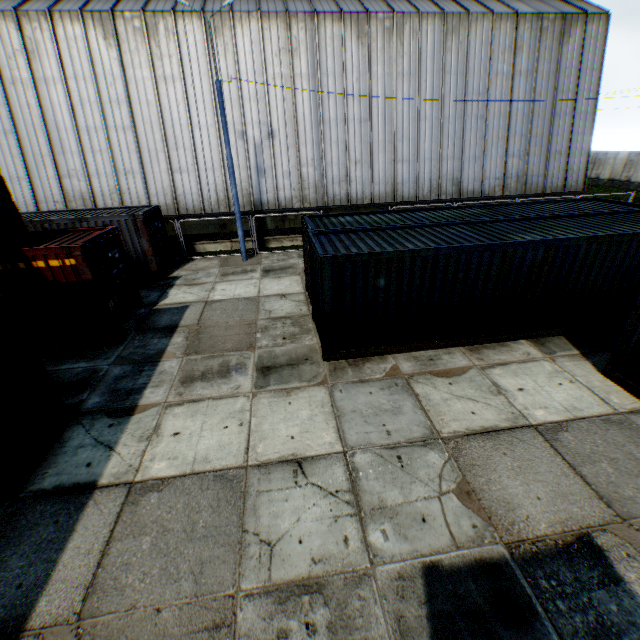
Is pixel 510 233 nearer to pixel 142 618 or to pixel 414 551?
pixel 414 551

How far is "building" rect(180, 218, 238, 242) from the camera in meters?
18.9

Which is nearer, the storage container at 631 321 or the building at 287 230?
the storage container at 631 321

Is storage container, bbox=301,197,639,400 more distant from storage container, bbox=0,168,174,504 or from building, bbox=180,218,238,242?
building, bbox=180,218,238,242

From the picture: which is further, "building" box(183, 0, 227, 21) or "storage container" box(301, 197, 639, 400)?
"building" box(183, 0, 227, 21)

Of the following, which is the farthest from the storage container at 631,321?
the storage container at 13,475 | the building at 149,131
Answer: the building at 149,131
